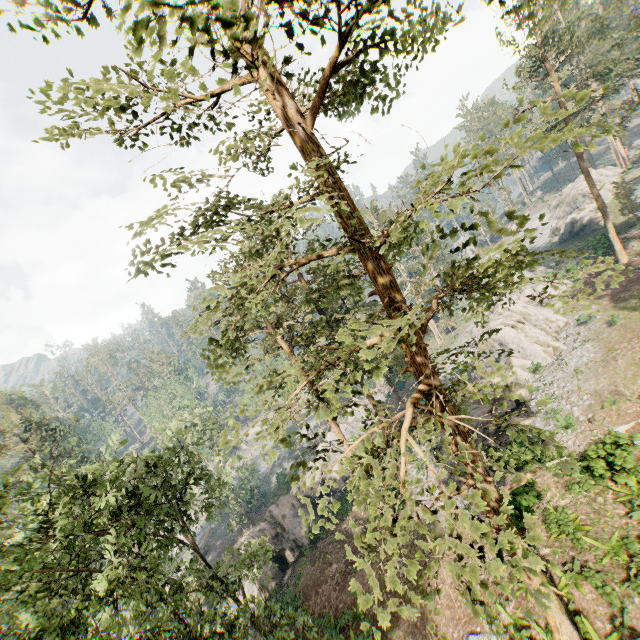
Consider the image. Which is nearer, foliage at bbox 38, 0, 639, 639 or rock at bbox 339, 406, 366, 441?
foliage at bbox 38, 0, 639, 639

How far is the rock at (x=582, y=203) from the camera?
48.9m

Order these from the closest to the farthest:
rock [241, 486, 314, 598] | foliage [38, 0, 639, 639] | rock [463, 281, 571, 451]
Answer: foliage [38, 0, 639, 639]
rock [463, 281, 571, 451]
rock [241, 486, 314, 598]

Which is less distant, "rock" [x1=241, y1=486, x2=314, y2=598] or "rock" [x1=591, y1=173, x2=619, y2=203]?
Result: "rock" [x1=241, y1=486, x2=314, y2=598]

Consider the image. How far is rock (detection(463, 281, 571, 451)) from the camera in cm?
2412

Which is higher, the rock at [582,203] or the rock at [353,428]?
the rock at [582,203]

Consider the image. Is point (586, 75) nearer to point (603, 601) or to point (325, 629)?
point (603, 601)

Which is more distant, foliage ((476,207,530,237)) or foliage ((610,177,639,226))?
foliage ((610,177,639,226))
